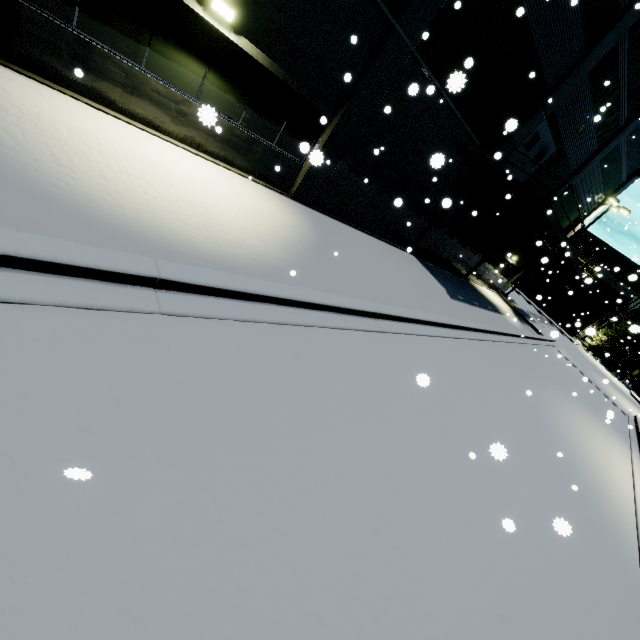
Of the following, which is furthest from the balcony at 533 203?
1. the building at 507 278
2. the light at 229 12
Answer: the light at 229 12

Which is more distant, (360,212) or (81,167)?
(360,212)

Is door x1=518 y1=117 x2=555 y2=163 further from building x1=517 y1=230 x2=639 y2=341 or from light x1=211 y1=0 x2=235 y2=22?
light x1=211 y1=0 x2=235 y2=22

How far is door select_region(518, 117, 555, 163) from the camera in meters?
14.0 m

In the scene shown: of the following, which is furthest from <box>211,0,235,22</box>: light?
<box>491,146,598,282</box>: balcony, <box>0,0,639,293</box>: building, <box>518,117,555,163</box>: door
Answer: <box>518,117,555,163</box>: door

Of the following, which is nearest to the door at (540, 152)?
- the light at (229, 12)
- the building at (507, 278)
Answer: the building at (507, 278)

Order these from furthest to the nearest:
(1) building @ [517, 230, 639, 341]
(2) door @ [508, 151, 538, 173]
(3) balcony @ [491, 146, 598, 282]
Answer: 1. (1) building @ [517, 230, 639, 341]
2. (2) door @ [508, 151, 538, 173]
3. (3) balcony @ [491, 146, 598, 282]

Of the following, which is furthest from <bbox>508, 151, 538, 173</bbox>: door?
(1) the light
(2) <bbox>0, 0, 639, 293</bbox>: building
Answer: (1) the light
